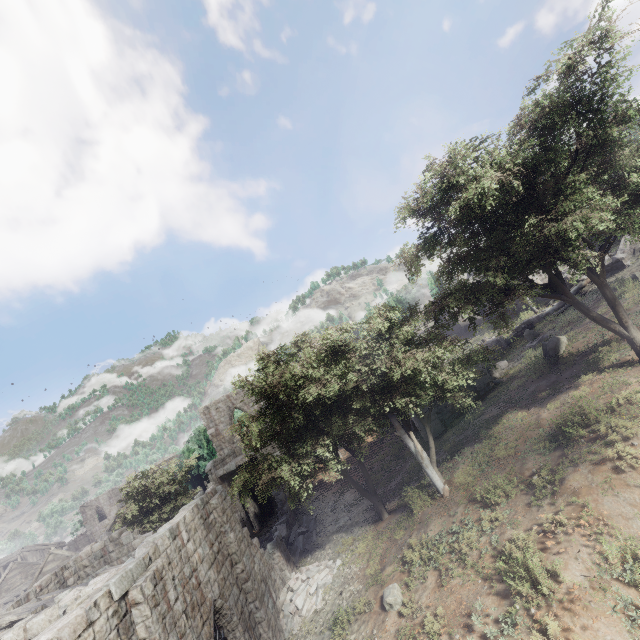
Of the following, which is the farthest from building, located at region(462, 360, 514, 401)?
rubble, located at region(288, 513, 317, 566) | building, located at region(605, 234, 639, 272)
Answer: building, located at region(605, 234, 639, 272)

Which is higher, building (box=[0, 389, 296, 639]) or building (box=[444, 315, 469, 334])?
building (box=[444, 315, 469, 334])

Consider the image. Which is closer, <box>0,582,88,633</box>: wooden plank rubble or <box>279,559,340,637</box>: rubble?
<box>0,582,88,633</box>: wooden plank rubble

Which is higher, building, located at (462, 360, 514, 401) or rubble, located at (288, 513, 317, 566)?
building, located at (462, 360, 514, 401)

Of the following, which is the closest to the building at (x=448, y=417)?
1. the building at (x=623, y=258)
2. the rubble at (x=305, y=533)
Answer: the rubble at (x=305, y=533)

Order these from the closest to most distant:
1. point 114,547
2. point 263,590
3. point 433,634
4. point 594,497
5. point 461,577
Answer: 1. point 433,634
2. point 594,497
3. point 461,577
4. point 263,590
5. point 114,547

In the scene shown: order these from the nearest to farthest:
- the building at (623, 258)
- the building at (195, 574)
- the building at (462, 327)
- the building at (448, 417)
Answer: the building at (195, 574) < the building at (448, 417) < the building at (623, 258) < the building at (462, 327)

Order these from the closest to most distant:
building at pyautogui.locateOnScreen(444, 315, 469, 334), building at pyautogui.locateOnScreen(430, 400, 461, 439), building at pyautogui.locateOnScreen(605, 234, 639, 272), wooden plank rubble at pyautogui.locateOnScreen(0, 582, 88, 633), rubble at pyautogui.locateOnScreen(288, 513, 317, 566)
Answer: wooden plank rubble at pyautogui.locateOnScreen(0, 582, 88, 633) → rubble at pyautogui.locateOnScreen(288, 513, 317, 566) → building at pyautogui.locateOnScreen(430, 400, 461, 439) → building at pyautogui.locateOnScreen(605, 234, 639, 272) → building at pyautogui.locateOnScreen(444, 315, 469, 334)
